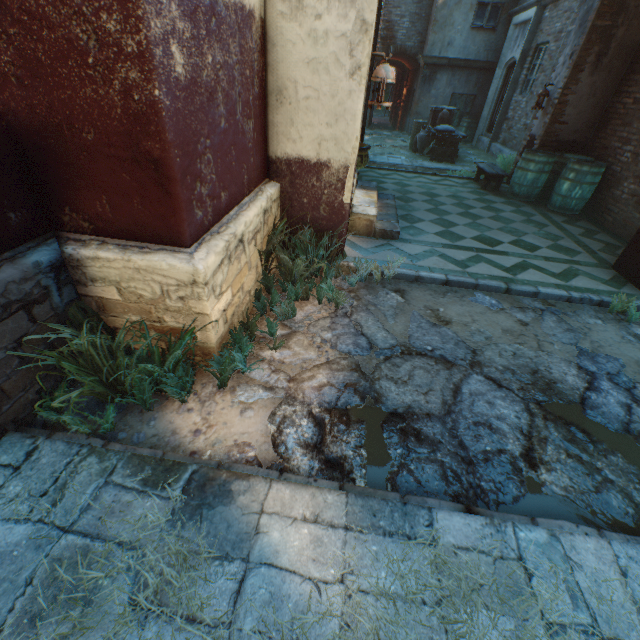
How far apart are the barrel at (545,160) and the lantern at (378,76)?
5.2m

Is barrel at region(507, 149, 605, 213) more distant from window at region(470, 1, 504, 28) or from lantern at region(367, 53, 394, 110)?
window at region(470, 1, 504, 28)

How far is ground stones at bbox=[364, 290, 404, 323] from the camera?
3.5 meters

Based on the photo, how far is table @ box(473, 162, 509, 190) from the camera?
7.6 meters

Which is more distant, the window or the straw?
the window

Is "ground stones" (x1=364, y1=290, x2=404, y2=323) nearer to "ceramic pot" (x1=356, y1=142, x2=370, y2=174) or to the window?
"ceramic pot" (x1=356, y1=142, x2=370, y2=174)

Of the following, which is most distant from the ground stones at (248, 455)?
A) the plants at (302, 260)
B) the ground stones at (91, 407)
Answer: the ground stones at (91, 407)

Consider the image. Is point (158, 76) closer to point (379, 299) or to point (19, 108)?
point (19, 108)
